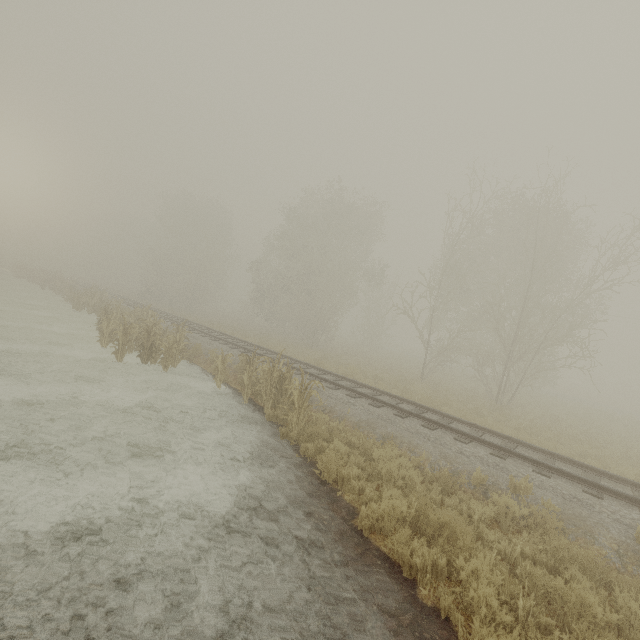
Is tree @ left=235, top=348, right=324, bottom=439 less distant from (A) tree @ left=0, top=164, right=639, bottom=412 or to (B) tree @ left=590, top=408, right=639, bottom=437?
(B) tree @ left=590, top=408, right=639, bottom=437

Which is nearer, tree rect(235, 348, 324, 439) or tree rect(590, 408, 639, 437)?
tree rect(235, 348, 324, 439)

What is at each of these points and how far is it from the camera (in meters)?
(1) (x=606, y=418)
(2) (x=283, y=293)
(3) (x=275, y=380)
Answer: (1) tree, 21.31
(2) tree, 30.95
(3) tree, 10.38

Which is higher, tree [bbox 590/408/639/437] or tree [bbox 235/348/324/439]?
tree [bbox 590/408/639/437]

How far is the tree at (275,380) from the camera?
8.67m

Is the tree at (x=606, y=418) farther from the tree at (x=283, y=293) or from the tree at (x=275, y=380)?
the tree at (x=275, y=380)
